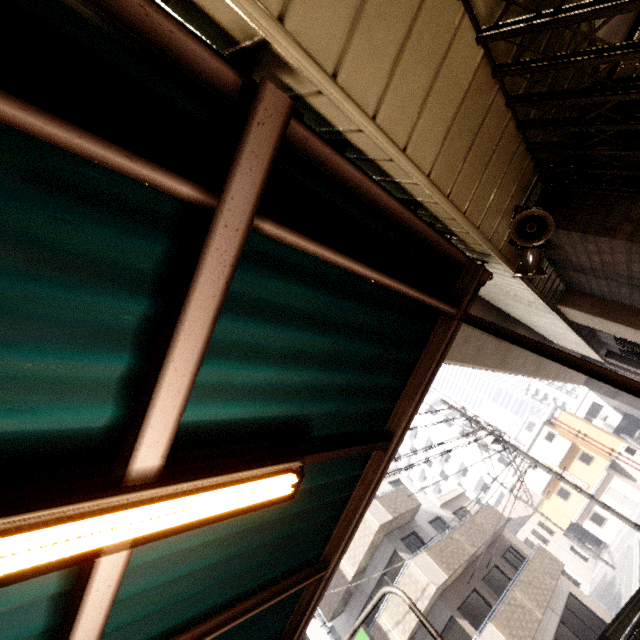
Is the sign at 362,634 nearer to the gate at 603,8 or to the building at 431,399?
the gate at 603,8

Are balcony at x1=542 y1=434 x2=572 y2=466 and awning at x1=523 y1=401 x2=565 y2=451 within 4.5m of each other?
yes

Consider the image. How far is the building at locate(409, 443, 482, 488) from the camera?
47.5m

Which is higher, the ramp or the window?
the ramp

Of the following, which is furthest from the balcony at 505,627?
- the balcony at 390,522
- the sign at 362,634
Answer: the balcony at 390,522

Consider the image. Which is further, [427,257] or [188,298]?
[427,257]

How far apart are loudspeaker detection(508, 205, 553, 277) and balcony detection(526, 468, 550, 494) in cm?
4096

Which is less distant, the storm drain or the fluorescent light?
the fluorescent light
